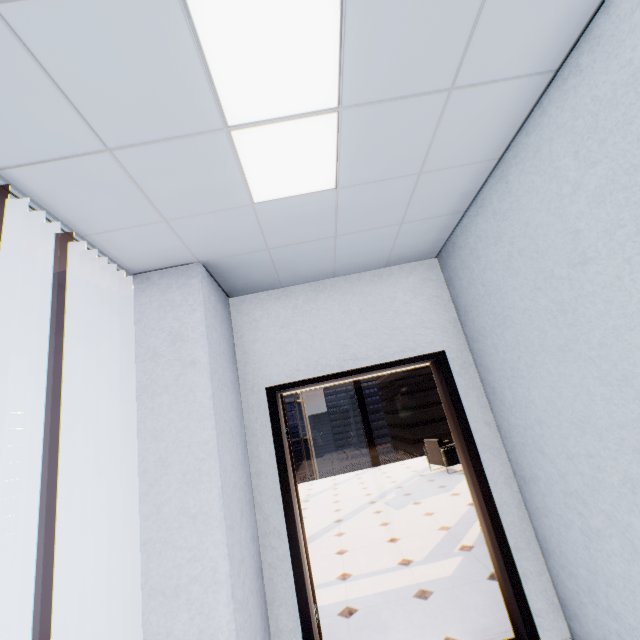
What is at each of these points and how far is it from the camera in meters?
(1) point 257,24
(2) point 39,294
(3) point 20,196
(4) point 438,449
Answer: (1) light, 1.0 m
(2) window, 2.1 m
(3) blinds, 1.5 m
(4) chair, 8.0 m

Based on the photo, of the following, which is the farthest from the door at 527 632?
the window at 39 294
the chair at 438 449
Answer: the chair at 438 449

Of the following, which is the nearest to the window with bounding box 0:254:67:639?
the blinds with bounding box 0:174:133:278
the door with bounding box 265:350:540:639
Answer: the blinds with bounding box 0:174:133:278

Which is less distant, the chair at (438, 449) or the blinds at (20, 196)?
the blinds at (20, 196)

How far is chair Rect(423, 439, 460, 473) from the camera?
7.8m

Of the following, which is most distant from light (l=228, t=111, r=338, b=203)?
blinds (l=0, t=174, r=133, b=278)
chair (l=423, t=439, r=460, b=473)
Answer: chair (l=423, t=439, r=460, b=473)

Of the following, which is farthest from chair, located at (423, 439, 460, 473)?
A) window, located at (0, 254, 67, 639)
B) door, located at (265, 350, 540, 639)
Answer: window, located at (0, 254, 67, 639)
